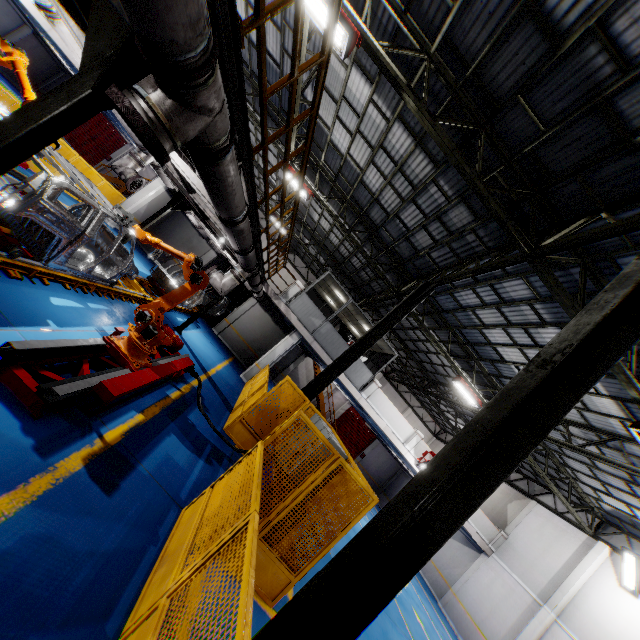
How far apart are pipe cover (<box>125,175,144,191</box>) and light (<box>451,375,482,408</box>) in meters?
14.5

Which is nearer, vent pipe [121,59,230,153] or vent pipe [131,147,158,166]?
vent pipe [121,59,230,153]

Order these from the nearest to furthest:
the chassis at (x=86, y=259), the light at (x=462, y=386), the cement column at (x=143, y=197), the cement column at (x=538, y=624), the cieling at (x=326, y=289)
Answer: the chassis at (x=86, y=259)
the cement column at (x=538, y=624)
the light at (x=462, y=386)
the cement column at (x=143, y=197)
the cieling at (x=326, y=289)

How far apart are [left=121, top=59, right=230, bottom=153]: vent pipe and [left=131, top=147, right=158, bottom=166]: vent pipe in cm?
370

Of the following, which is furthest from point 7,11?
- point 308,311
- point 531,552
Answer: point 531,552

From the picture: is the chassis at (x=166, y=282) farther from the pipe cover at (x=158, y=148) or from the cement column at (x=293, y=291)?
the cement column at (x=293, y=291)

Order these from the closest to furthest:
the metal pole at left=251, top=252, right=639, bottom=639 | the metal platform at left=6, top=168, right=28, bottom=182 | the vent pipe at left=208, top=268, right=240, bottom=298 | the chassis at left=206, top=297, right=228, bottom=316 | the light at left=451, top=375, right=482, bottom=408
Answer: the metal pole at left=251, top=252, right=639, bottom=639
the metal platform at left=6, top=168, right=28, bottom=182
the vent pipe at left=208, top=268, right=240, bottom=298
the light at left=451, top=375, right=482, bottom=408
the chassis at left=206, top=297, right=228, bottom=316

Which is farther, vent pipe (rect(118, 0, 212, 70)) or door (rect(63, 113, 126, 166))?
door (rect(63, 113, 126, 166))
